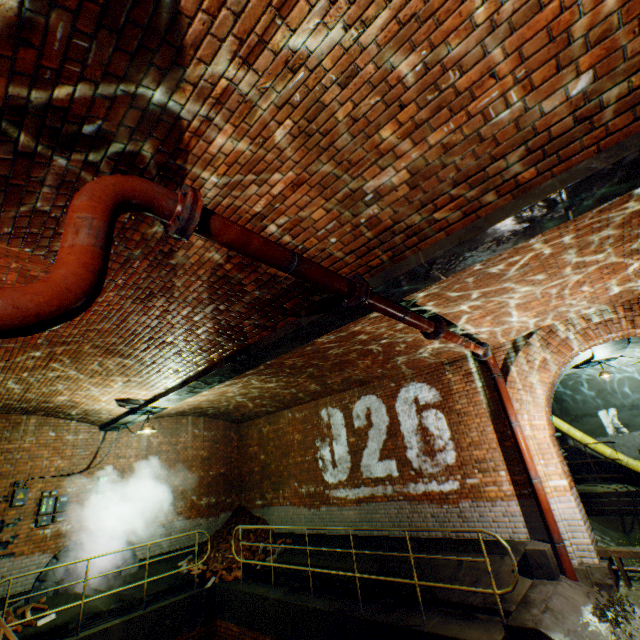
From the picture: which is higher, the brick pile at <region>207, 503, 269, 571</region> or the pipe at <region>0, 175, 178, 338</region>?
the pipe at <region>0, 175, 178, 338</region>

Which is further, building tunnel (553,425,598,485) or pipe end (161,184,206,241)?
building tunnel (553,425,598,485)

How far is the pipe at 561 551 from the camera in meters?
5.5 m

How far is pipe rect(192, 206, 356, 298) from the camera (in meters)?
2.36

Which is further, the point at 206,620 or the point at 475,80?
the point at 206,620

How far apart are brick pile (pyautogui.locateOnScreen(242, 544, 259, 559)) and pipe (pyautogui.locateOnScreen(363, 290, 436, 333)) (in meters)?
9.18

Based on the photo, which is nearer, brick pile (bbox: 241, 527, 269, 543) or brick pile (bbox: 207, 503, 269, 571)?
brick pile (bbox: 207, 503, 269, 571)

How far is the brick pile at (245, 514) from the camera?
9.63m
